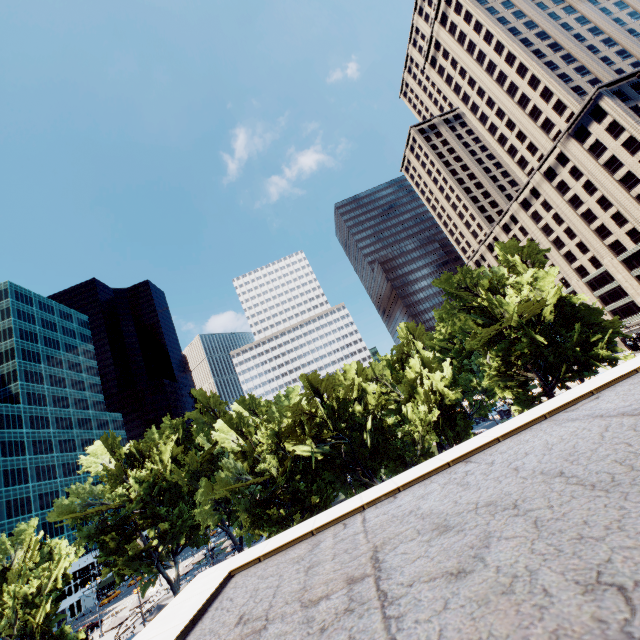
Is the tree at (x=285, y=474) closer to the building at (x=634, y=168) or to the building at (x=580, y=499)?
the building at (x=634, y=168)

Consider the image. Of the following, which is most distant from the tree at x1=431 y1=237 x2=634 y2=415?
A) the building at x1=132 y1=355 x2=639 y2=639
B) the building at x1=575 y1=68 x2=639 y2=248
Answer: the building at x1=132 y1=355 x2=639 y2=639

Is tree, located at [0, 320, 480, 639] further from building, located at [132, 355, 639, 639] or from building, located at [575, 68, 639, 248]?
building, located at [132, 355, 639, 639]

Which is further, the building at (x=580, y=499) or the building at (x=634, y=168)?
the building at (x=634, y=168)

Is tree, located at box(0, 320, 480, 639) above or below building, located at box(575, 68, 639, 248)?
below

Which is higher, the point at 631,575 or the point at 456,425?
the point at 631,575
